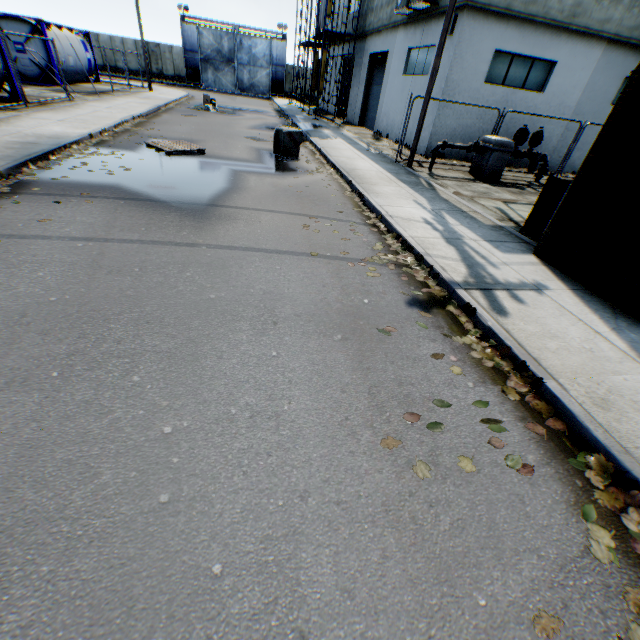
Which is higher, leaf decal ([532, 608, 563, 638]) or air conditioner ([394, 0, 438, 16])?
air conditioner ([394, 0, 438, 16])

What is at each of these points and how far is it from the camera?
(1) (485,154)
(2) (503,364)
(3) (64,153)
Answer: (1) gas meter pipe, 11.8m
(2) leaf decal, 3.6m
(3) leaf decal, 8.3m

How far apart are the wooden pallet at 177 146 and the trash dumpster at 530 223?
9.4 meters

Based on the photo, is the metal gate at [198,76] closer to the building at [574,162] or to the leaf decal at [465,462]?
the building at [574,162]

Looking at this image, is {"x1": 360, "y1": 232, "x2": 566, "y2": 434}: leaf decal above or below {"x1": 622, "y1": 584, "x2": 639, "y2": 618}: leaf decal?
above

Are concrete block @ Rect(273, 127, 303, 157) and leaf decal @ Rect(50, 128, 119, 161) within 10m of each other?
yes

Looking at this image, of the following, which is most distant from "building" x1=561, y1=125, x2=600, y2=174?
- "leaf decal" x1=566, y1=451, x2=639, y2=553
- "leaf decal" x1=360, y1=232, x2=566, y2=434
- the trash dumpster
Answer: "leaf decal" x1=566, y1=451, x2=639, y2=553

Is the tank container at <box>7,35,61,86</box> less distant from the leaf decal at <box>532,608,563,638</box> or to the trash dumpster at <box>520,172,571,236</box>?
the trash dumpster at <box>520,172,571,236</box>
